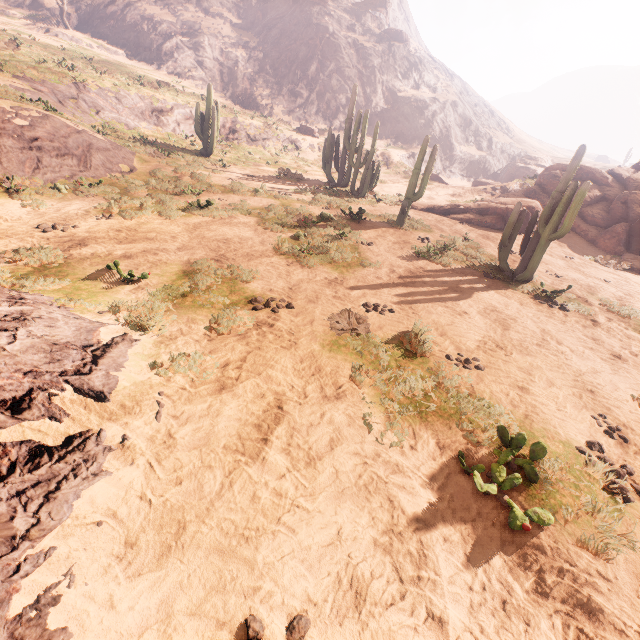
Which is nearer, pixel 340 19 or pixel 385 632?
pixel 385 632

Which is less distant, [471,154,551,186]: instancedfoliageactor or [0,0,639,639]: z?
[0,0,639,639]: z

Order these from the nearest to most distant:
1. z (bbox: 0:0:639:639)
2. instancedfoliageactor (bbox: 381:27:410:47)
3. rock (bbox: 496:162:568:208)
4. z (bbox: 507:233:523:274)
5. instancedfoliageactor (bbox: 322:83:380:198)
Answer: z (bbox: 0:0:639:639) < z (bbox: 507:233:523:274) < instancedfoliageactor (bbox: 322:83:380:198) < rock (bbox: 496:162:568:208) < instancedfoliageactor (bbox: 381:27:410:47)

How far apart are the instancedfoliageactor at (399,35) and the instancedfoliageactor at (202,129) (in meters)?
50.44

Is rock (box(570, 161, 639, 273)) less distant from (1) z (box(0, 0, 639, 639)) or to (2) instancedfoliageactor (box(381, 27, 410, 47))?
(1) z (box(0, 0, 639, 639))

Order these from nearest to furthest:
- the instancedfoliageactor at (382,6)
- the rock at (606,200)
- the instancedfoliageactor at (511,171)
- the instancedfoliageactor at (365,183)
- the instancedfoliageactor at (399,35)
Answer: the rock at (606,200) → the instancedfoliageactor at (365,183) → the instancedfoliageactor at (511,171) → the instancedfoliageactor at (399,35) → the instancedfoliageactor at (382,6)

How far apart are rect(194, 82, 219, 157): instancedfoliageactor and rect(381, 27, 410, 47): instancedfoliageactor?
50.4 meters

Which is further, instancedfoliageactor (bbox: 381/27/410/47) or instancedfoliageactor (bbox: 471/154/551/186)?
instancedfoliageactor (bbox: 381/27/410/47)
